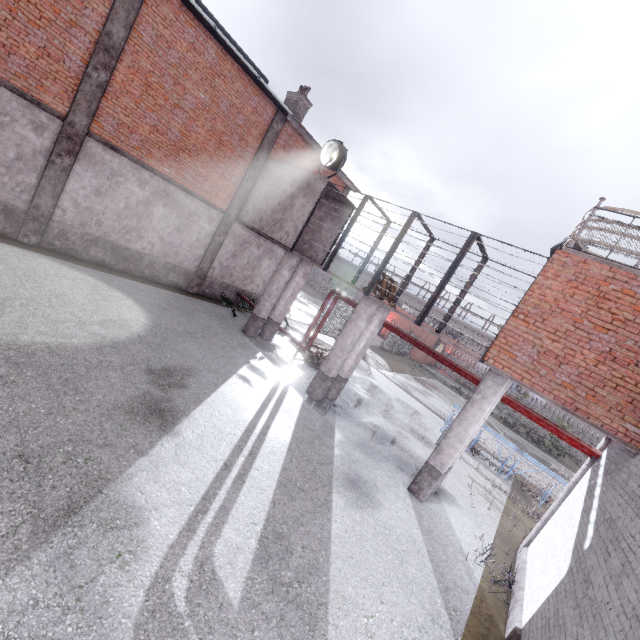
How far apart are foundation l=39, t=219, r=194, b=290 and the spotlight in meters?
7.3 m

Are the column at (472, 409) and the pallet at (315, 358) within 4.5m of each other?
no

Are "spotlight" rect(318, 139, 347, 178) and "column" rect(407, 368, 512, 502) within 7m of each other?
no

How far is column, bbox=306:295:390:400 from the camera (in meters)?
10.74

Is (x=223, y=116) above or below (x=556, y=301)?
above

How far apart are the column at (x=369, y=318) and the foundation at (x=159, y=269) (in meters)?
7.71

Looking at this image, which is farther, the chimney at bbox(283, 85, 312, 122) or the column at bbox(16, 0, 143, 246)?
the chimney at bbox(283, 85, 312, 122)

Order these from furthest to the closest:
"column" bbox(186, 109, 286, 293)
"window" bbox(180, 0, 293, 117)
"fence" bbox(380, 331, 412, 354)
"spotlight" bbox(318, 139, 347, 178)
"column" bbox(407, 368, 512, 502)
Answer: "fence" bbox(380, 331, 412, 354)
"column" bbox(186, 109, 286, 293)
"spotlight" bbox(318, 139, 347, 178)
"window" bbox(180, 0, 293, 117)
"column" bbox(407, 368, 512, 502)
